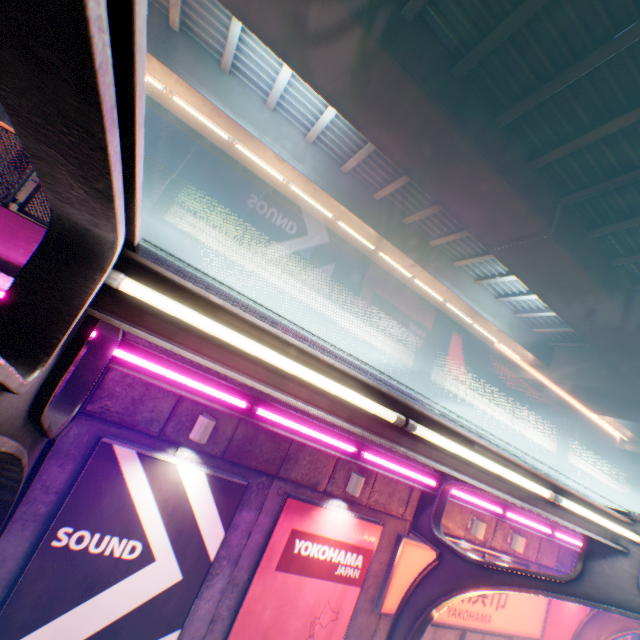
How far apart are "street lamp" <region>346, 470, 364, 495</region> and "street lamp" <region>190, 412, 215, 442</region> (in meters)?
3.25

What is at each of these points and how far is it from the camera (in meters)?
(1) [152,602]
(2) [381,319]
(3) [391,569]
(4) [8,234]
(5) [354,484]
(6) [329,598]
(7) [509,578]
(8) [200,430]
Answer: (1) billboard, 5.32
(2) building, 34.31
(3) sign, 7.34
(4) concrete block, 4.75
(5) street lamp, 6.81
(6) billboard, 6.77
(7) canopy, 5.32
(8) street lamp, 5.45

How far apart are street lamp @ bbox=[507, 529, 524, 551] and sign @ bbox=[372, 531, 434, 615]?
0.5 meters

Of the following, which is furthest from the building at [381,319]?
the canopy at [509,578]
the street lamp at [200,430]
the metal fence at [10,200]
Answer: the canopy at [509,578]

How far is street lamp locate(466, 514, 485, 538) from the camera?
8.5 meters

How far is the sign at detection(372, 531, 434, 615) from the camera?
7.3 meters

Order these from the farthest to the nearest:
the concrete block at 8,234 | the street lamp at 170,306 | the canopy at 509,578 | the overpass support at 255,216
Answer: the overpass support at 255,216 → the concrete block at 8,234 → the street lamp at 170,306 → the canopy at 509,578

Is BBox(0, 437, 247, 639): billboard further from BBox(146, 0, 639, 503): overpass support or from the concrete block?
BBox(146, 0, 639, 503): overpass support
